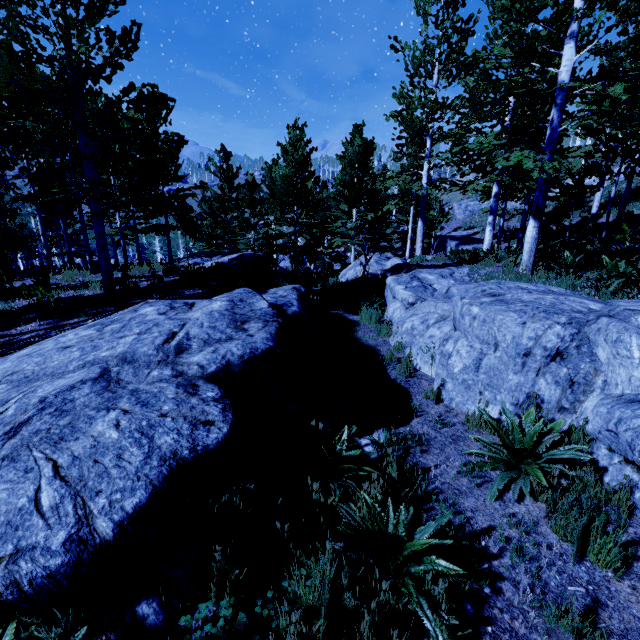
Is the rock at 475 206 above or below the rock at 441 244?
above

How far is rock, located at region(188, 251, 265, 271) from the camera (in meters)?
12.10

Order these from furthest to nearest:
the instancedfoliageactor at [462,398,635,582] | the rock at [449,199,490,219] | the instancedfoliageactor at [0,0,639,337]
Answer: the rock at [449,199,490,219], the instancedfoliageactor at [0,0,639,337], the instancedfoliageactor at [462,398,635,582]

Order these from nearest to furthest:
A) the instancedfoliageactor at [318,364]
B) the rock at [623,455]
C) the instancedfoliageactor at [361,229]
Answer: the rock at [623,455] → the instancedfoliageactor at [318,364] → the instancedfoliageactor at [361,229]

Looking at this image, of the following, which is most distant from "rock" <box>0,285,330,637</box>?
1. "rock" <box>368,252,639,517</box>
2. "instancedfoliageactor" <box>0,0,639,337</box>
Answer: "rock" <box>368,252,639,517</box>

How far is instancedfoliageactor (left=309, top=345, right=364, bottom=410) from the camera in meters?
4.3

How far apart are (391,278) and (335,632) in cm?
793

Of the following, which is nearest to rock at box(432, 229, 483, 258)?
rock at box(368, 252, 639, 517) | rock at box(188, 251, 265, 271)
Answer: rock at box(368, 252, 639, 517)
